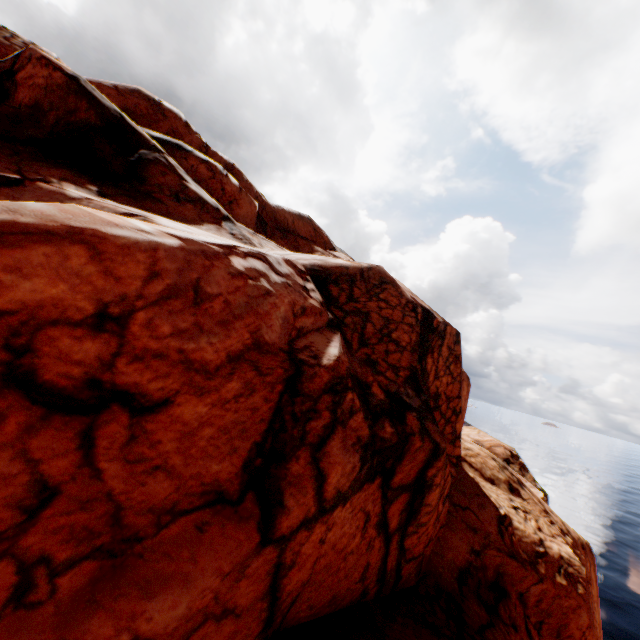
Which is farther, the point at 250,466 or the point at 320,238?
the point at 320,238
